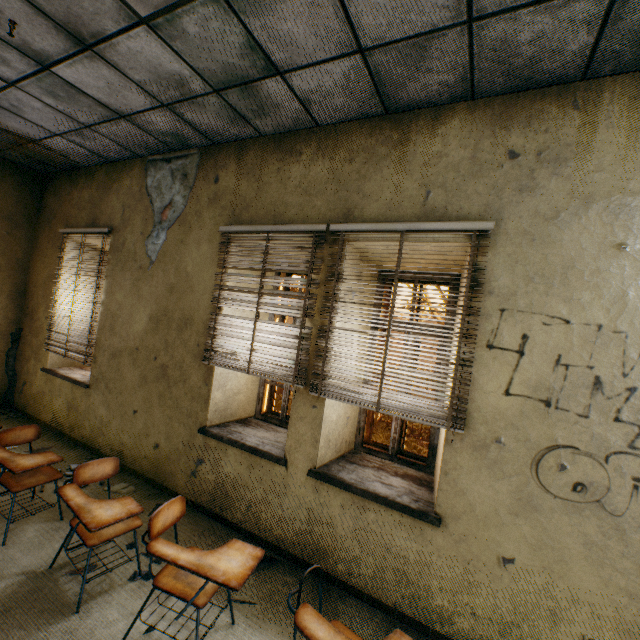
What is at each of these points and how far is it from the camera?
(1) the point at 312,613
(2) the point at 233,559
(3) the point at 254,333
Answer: (1) student desk, 1.6m
(2) student desk, 1.9m
(3) blinds, 3.2m

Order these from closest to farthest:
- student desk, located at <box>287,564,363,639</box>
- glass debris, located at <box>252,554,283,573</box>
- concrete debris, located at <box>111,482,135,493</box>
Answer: student desk, located at <box>287,564,363,639</box> < glass debris, located at <box>252,554,283,573</box> < concrete debris, located at <box>111,482,135,493</box>

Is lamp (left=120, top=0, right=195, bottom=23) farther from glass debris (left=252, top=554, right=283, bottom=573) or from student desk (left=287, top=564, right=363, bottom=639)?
glass debris (left=252, top=554, right=283, bottom=573)

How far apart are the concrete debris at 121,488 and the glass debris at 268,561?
1.5 meters

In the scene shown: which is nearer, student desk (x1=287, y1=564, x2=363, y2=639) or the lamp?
student desk (x1=287, y1=564, x2=363, y2=639)

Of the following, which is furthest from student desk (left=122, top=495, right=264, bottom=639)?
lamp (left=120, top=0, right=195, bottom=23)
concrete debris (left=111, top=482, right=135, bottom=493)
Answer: lamp (left=120, top=0, right=195, bottom=23)

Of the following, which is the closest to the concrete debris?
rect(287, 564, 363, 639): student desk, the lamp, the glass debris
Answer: the glass debris

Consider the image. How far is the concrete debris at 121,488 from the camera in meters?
3.5 m
